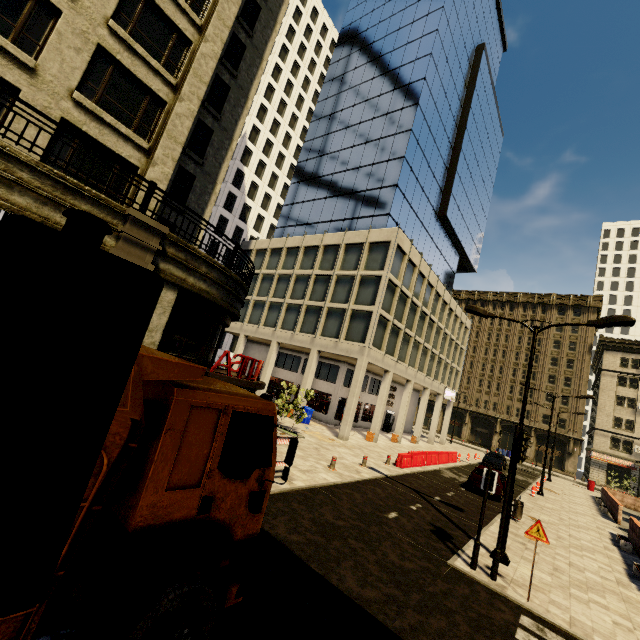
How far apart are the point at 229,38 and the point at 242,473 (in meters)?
23.37

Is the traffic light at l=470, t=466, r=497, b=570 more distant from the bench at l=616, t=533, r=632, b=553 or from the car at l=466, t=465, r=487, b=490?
the bench at l=616, t=533, r=632, b=553

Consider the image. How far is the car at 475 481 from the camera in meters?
18.1

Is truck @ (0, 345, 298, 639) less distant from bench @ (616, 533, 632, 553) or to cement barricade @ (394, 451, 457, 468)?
cement barricade @ (394, 451, 457, 468)

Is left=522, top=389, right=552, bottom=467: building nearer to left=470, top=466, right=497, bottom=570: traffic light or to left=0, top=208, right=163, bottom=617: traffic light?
left=0, top=208, right=163, bottom=617: traffic light

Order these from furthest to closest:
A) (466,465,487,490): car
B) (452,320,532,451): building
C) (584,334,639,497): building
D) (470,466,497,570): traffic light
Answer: (452,320,532,451): building, (584,334,639,497): building, (466,465,487,490): car, (470,466,497,570): traffic light

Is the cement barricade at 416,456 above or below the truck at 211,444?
below

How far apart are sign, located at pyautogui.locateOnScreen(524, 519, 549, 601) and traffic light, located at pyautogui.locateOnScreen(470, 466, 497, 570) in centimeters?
103cm
